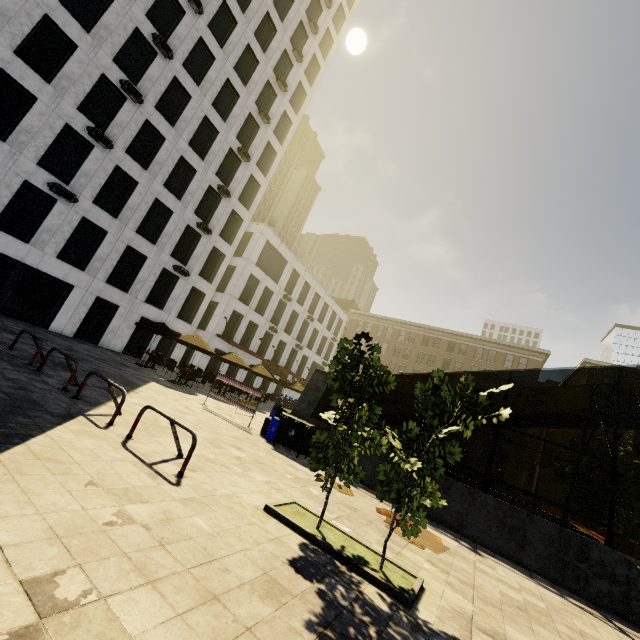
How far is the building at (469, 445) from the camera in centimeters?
4321cm

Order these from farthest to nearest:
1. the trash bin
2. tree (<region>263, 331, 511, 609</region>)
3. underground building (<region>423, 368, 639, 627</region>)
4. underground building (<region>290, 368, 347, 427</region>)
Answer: underground building (<region>290, 368, 347, 427</region>), the trash bin, underground building (<region>423, 368, 639, 627</region>), tree (<region>263, 331, 511, 609</region>)

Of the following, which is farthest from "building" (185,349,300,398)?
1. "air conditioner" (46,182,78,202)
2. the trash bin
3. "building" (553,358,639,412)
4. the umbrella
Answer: "building" (553,358,639,412)

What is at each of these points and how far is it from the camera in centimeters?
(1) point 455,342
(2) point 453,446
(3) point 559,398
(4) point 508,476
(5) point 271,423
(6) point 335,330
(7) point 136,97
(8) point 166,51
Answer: (1) building, 5053cm
(2) tree, 492cm
(3) building, 5675cm
(4) building, 4116cm
(5) trash bin, 1198cm
(6) building, 4994cm
(7) air conditioner, 1981cm
(8) air conditioner, 2072cm

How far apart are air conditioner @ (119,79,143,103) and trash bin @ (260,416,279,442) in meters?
21.2 m

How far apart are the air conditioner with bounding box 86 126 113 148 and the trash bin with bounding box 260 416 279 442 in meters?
19.0 m

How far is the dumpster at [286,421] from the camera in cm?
1081

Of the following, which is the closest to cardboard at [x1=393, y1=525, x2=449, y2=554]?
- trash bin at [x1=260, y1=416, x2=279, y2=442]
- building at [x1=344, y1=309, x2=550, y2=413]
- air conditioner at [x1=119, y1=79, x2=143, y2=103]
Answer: trash bin at [x1=260, y1=416, x2=279, y2=442]
